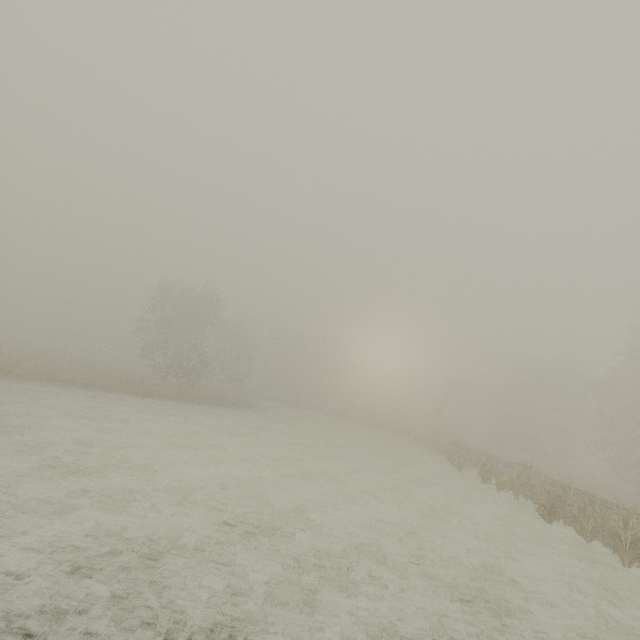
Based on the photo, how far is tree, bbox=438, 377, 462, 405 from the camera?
41.0m

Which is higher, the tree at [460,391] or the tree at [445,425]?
the tree at [460,391]

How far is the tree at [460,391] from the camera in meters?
41.0

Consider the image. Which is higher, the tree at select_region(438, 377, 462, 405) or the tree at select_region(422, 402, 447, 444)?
the tree at select_region(438, 377, 462, 405)

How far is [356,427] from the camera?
43.62m
